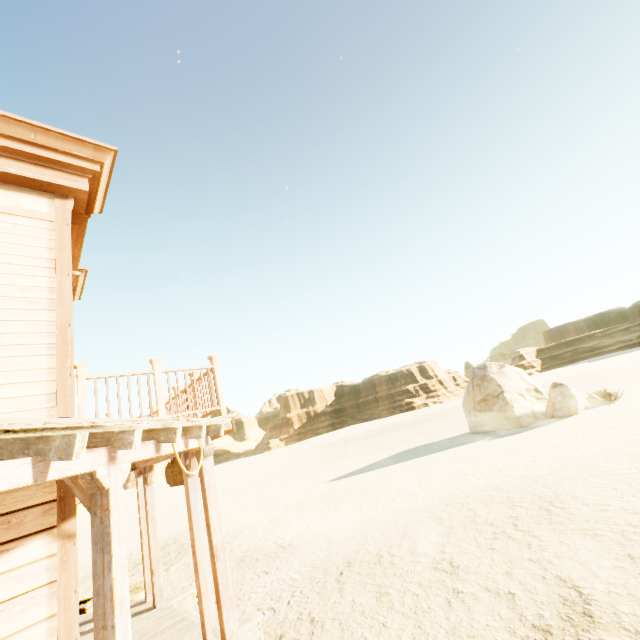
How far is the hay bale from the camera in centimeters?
720cm

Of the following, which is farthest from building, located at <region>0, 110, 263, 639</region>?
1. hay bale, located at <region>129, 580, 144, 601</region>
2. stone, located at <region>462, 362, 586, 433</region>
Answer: stone, located at <region>462, 362, 586, 433</region>

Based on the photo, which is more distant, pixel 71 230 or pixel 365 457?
pixel 365 457

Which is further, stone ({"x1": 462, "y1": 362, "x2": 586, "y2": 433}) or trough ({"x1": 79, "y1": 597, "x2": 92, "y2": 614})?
stone ({"x1": 462, "y1": 362, "x2": 586, "y2": 433})

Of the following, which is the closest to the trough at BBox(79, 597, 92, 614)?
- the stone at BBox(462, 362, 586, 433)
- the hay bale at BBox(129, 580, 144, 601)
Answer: the hay bale at BBox(129, 580, 144, 601)

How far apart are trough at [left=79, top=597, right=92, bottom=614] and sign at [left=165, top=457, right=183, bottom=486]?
3.82m

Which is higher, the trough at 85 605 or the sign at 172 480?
the sign at 172 480

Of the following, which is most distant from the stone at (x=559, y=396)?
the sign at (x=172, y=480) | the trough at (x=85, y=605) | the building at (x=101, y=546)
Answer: the trough at (x=85, y=605)
